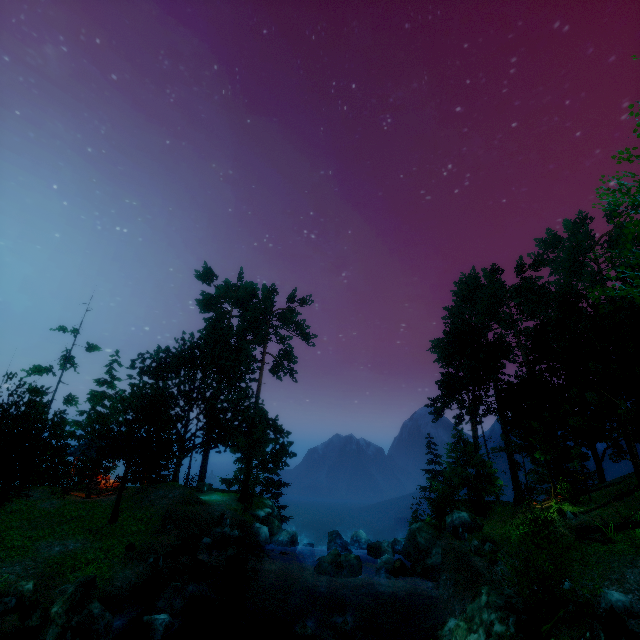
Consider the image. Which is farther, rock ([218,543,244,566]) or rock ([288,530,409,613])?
rock ([218,543,244,566])

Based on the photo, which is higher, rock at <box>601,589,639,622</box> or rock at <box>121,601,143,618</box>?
rock at <box>601,589,639,622</box>

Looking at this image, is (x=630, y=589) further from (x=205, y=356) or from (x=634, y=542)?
(x=205, y=356)

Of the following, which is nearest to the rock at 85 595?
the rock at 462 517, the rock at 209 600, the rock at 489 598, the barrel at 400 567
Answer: the rock at 209 600

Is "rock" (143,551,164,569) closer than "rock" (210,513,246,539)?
Yes

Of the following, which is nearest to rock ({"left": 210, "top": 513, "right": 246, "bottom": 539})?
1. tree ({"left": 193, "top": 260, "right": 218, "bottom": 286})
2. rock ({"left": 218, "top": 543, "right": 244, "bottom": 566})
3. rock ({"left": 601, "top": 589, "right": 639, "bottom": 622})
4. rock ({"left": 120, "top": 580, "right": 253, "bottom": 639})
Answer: rock ({"left": 218, "top": 543, "right": 244, "bottom": 566})

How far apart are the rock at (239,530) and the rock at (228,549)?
0.37m

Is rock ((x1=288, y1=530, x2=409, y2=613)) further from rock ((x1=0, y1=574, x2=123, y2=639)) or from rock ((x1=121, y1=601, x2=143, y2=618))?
rock ((x1=0, y1=574, x2=123, y2=639))
